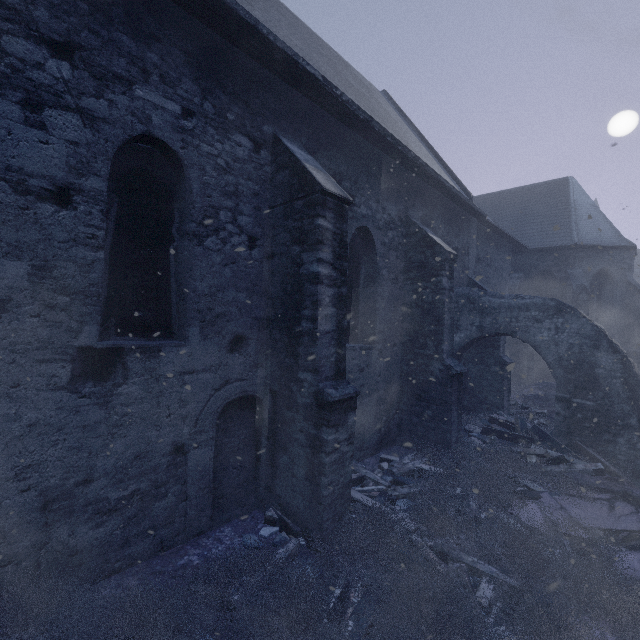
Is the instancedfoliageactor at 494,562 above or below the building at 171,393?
below

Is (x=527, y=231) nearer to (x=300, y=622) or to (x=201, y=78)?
(x=201, y=78)

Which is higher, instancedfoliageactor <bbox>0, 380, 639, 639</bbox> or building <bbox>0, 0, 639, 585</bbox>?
building <bbox>0, 0, 639, 585</bbox>
